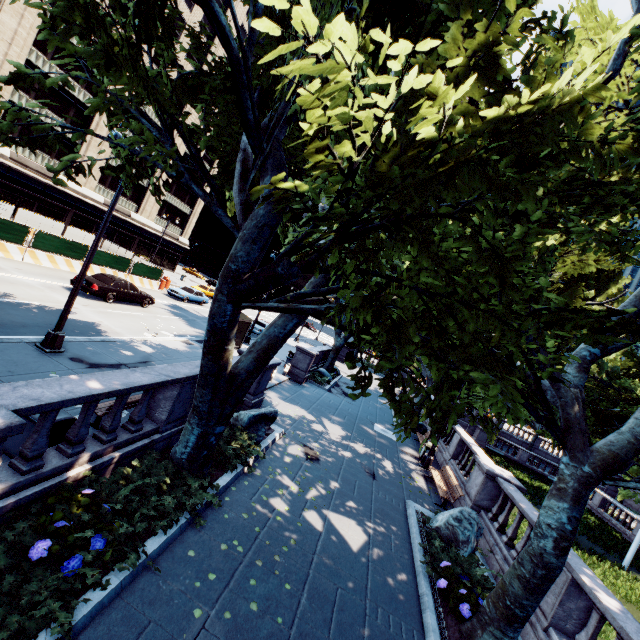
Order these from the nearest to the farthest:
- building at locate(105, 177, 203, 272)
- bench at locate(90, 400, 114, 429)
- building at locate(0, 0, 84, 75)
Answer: bench at locate(90, 400, 114, 429) < building at locate(0, 0, 84, 75) < building at locate(105, 177, 203, 272)

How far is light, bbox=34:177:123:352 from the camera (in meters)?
10.05

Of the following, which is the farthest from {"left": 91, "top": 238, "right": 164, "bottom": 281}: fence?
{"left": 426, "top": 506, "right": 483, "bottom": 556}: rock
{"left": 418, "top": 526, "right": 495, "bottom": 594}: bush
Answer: {"left": 426, "top": 506, "right": 483, "bottom": 556}: rock

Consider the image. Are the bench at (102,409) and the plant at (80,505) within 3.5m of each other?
yes

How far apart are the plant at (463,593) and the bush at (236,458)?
4.9m

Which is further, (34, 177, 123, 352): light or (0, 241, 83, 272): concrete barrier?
(0, 241, 83, 272): concrete barrier

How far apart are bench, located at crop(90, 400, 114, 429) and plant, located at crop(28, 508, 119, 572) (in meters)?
2.96

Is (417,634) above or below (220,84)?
below
